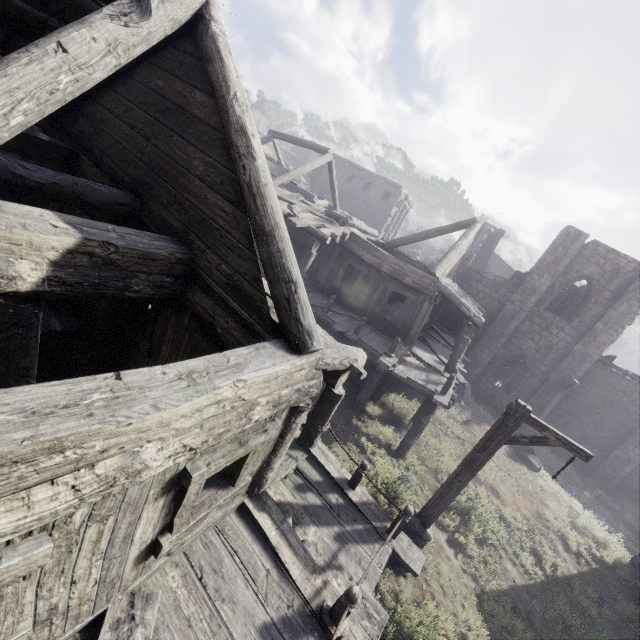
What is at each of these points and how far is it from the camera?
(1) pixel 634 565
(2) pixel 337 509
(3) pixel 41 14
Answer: (1) building, 12.1m
(2) building, 6.3m
(3) wooden plank rubble, 4.7m

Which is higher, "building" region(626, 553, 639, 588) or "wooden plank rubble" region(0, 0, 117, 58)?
"wooden plank rubble" region(0, 0, 117, 58)

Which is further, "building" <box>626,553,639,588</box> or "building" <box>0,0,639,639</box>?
"building" <box>626,553,639,588</box>

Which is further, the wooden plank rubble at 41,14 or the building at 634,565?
the building at 634,565

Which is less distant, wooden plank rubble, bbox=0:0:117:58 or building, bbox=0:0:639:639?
building, bbox=0:0:639:639

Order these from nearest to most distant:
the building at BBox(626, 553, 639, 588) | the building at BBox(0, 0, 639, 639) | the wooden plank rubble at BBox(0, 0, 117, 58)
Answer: the building at BBox(0, 0, 639, 639)
the wooden plank rubble at BBox(0, 0, 117, 58)
the building at BBox(626, 553, 639, 588)

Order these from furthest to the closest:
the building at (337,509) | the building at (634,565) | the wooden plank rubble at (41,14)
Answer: the building at (634,565), the wooden plank rubble at (41,14), the building at (337,509)
